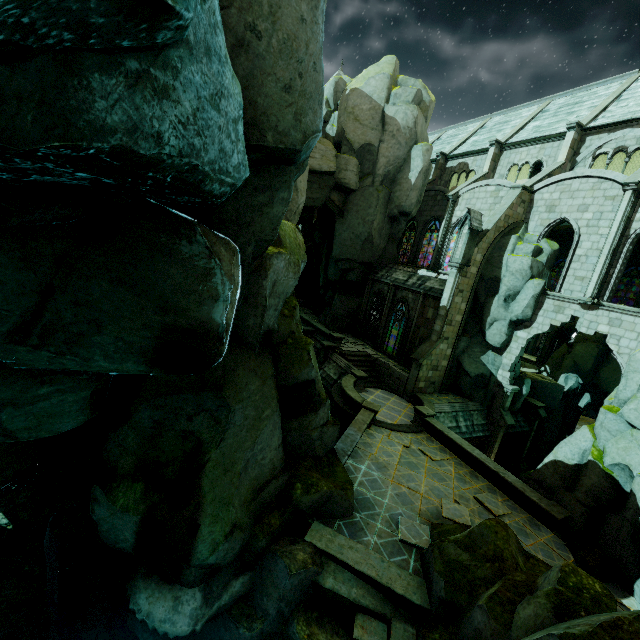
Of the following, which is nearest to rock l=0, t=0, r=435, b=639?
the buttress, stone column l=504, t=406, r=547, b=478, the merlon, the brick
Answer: the brick

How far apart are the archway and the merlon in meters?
10.1 m

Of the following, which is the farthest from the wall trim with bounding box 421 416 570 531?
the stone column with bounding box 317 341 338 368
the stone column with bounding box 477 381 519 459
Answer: the stone column with bounding box 317 341 338 368

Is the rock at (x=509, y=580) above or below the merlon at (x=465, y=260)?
below

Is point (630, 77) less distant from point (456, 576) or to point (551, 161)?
point (551, 161)

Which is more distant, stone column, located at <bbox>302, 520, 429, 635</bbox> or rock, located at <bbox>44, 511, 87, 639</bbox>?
rock, located at <bbox>44, 511, 87, 639</bbox>

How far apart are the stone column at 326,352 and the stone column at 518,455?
15.3 meters

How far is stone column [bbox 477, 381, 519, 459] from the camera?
21.4 meters
